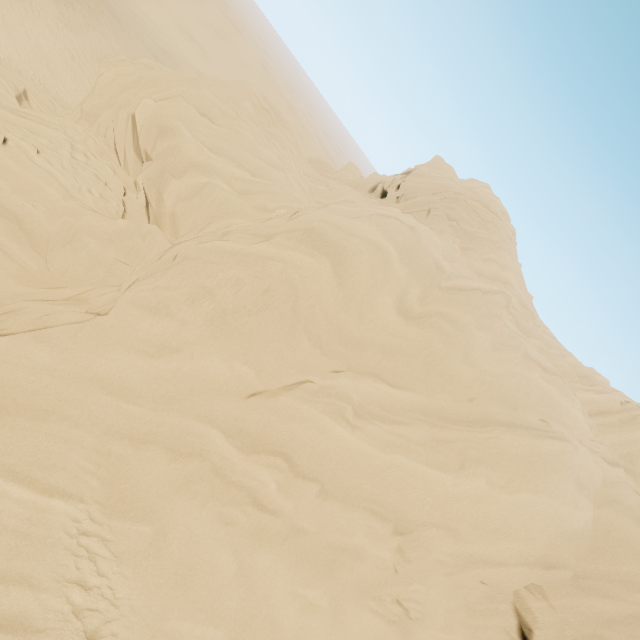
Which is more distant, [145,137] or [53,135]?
[53,135]
